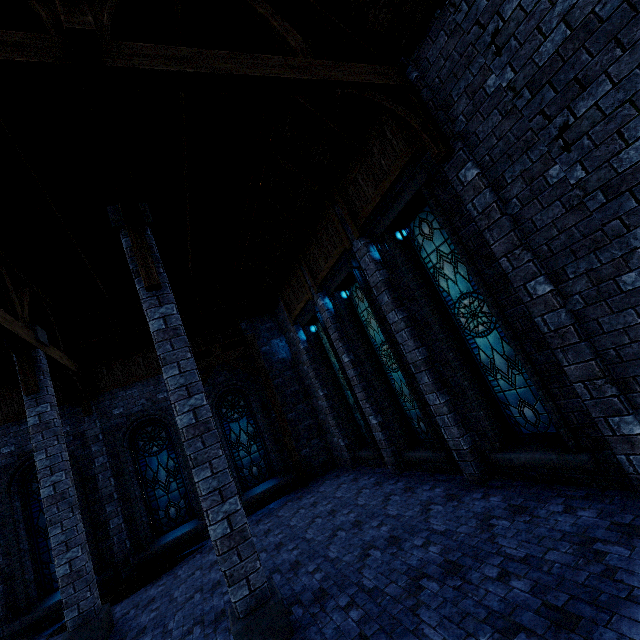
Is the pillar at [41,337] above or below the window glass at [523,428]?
above

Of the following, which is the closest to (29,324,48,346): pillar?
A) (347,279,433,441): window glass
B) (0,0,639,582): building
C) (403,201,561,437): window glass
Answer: (0,0,639,582): building

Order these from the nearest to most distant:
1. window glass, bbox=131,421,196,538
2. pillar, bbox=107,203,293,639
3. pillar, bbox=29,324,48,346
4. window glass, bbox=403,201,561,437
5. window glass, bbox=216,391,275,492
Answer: pillar, bbox=107,203,293,639 → window glass, bbox=403,201,561,437 → pillar, bbox=29,324,48,346 → window glass, bbox=131,421,196,538 → window glass, bbox=216,391,275,492

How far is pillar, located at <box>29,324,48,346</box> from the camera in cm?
801

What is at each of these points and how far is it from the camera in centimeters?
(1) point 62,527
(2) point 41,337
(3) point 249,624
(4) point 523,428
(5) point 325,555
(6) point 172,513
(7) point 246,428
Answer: (1) pillar, 696cm
(2) pillar, 821cm
(3) pillar, 422cm
(4) window glass, 570cm
(5) walkway, 618cm
(6) window glass, 1100cm
(7) window glass, 1275cm

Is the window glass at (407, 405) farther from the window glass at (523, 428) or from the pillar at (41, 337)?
the pillar at (41, 337)

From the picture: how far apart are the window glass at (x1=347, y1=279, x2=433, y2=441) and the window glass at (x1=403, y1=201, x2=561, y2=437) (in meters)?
1.84

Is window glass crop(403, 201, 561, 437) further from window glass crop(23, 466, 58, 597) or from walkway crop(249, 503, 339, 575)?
window glass crop(23, 466, 58, 597)
